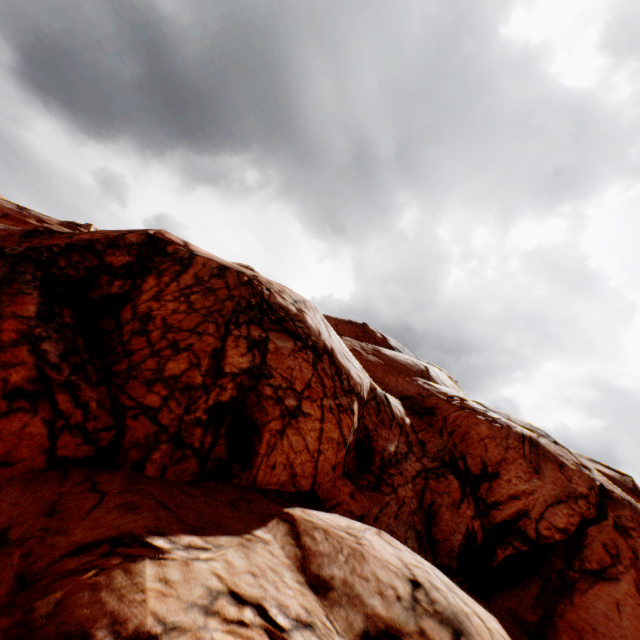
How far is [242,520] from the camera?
6.6m
